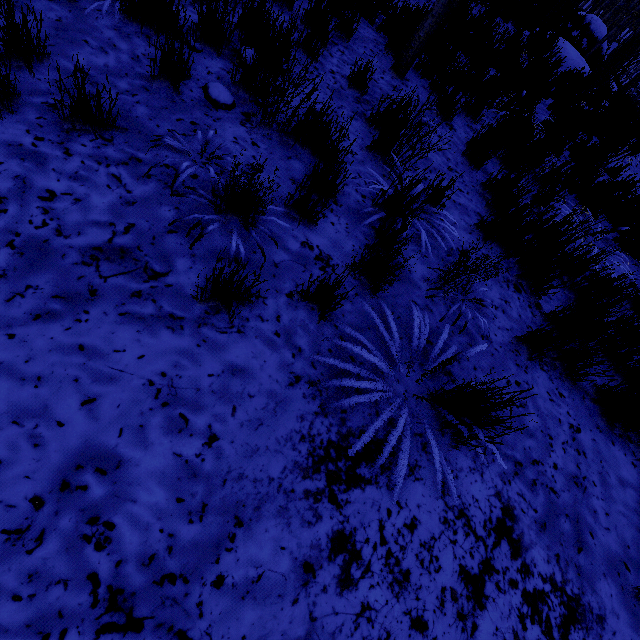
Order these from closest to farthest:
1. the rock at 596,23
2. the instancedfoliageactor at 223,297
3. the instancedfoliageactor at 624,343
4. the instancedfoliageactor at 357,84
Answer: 1. the instancedfoliageactor at 223,297
2. the instancedfoliageactor at 624,343
3. the instancedfoliageactor at 357,84
4. the rock at 596,23

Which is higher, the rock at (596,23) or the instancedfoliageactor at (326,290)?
the rock at (596,23)

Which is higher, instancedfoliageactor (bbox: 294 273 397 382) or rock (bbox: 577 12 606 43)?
rock (bbox: 577 12 606 43)

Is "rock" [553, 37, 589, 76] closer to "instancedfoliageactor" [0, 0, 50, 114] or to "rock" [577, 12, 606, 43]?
"instancedfoliageactor" [0, 0, 50, 114]

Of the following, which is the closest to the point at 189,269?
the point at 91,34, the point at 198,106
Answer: the point at 198,106
